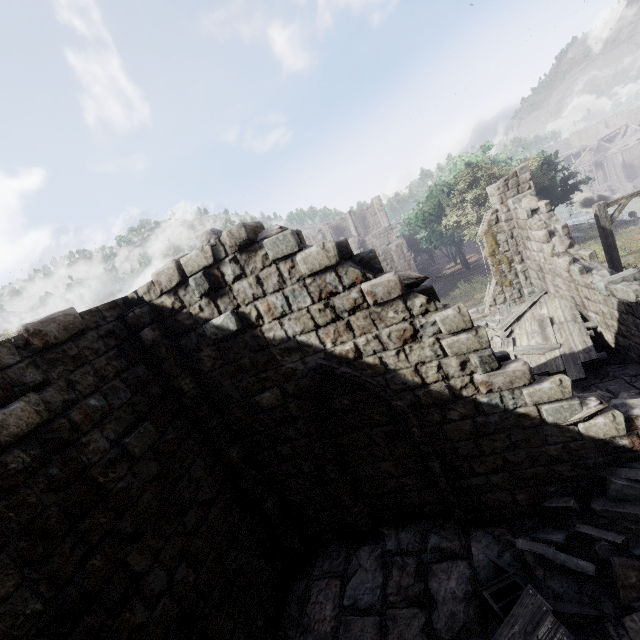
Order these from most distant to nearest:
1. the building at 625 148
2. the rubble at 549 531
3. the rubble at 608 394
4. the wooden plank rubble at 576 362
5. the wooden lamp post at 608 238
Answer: the building at 625 148 < the wooden lamp post at 608 238 < the wooden plank rubble at 576 362 < the rubble at 608 394 < the rubble at 549 531

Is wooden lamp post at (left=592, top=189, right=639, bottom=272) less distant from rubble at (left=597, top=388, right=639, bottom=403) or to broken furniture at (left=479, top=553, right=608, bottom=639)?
rubble at (left=597, top=388, right=639, bottom=403)

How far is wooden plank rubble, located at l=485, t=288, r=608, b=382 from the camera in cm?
891

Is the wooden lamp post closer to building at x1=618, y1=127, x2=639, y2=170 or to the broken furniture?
building at x1=618, y1=127, x2=639, y2=170

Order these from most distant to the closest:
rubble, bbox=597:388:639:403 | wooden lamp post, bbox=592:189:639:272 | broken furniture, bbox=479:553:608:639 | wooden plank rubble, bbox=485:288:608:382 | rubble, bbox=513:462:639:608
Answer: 1. wooden lamp post, bbox=592:189:639:272
2. wooden plank rubble, bbox=485:288:608:382
3. rubble, bbox=597:388:639:403
4. rubble, bbox=513:462:639:608
5. broken furniture, bbox=479:553:608:639

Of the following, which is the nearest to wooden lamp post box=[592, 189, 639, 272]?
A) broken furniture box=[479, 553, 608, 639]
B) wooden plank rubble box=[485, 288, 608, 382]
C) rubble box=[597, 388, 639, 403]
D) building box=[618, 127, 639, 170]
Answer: building box=[618, 127, 639, 170]

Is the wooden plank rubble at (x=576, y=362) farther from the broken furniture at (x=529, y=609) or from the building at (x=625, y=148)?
the broken furniture at (x=529, y=609)

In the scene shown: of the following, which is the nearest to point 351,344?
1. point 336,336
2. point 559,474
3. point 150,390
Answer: point 336,336
